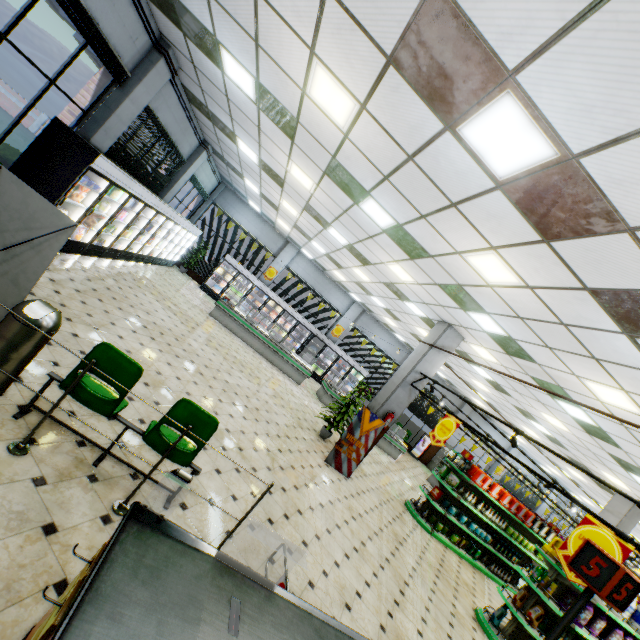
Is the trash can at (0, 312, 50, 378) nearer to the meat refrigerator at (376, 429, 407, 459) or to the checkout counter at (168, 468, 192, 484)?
the checkout counter at (168, 468, 192, 484)

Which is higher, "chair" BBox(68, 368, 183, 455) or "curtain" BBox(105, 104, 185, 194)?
"curtain" BBox(105, 104, 185, 194)

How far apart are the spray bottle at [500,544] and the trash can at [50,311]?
12.4 meters

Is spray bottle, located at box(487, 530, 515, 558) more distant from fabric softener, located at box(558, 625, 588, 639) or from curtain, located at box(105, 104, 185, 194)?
curtain, located at box(105, 104, 185, 194)

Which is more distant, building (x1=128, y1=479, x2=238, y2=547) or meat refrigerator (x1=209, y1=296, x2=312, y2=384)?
meat refrigerator (x1=209, y1=296, x2=312, y2=384)

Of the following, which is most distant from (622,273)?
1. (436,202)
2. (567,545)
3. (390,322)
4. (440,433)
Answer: (390,322)

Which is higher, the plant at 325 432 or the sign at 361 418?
the plant at 325 432

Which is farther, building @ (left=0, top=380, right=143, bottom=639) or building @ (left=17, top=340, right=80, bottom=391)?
building @ (left=17, top=340, right=80, bottom=391)
